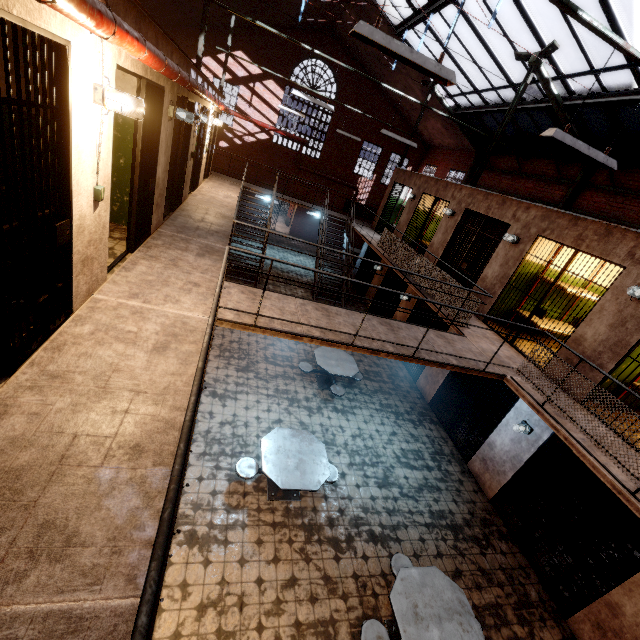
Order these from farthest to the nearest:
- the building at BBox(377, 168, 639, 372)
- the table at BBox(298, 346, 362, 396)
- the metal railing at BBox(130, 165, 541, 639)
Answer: the table at BBox(298, 346, 362, 396) → the building at BBox(377, 168, 639, 372) → the metal railing at BBox(130, 165, 541, 639)

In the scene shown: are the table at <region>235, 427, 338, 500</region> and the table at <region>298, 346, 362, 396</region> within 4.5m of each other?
yes

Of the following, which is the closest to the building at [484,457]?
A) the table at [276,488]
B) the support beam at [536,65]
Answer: the support beam at [536,65]

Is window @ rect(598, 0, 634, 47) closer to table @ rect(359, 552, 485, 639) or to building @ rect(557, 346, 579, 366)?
building @ rect(557, 346, 579, 366)

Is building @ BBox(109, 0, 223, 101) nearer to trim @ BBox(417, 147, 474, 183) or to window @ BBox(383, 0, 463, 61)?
window @ BBox(383, 0, 463, 61)

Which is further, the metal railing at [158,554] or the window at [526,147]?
the window at [526,147]

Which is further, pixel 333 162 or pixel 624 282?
pixel 333 162

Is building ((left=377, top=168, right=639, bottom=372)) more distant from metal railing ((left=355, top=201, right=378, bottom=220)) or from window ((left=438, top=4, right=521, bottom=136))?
window ((left=438, top=4, right=521, bottom=136))
